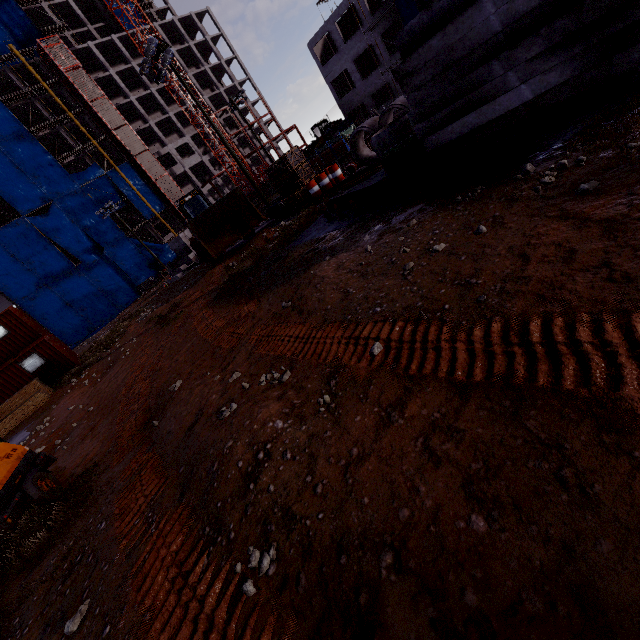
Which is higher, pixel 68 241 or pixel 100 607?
pixel 68 241

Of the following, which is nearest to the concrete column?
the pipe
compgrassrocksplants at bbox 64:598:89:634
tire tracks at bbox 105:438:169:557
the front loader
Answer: the front loader

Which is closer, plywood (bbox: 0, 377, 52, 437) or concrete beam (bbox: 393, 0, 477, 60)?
concrete beam (bbox: 393, 0, 477, 60)

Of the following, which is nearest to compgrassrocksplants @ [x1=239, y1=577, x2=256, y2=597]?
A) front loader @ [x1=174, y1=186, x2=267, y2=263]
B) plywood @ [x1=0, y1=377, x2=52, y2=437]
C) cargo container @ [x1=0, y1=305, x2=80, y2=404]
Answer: front loader @ [x1=174, y1=186, x2=267, y2=263]

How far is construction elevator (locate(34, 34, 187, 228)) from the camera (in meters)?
43.06

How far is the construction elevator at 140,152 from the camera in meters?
43.1 m

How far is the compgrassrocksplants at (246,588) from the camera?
2.2m

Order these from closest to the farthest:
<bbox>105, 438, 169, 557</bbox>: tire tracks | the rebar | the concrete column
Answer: <bbox>105, 438, 169, 557</bbox>: tire tracks < the rebar < the concrete column
